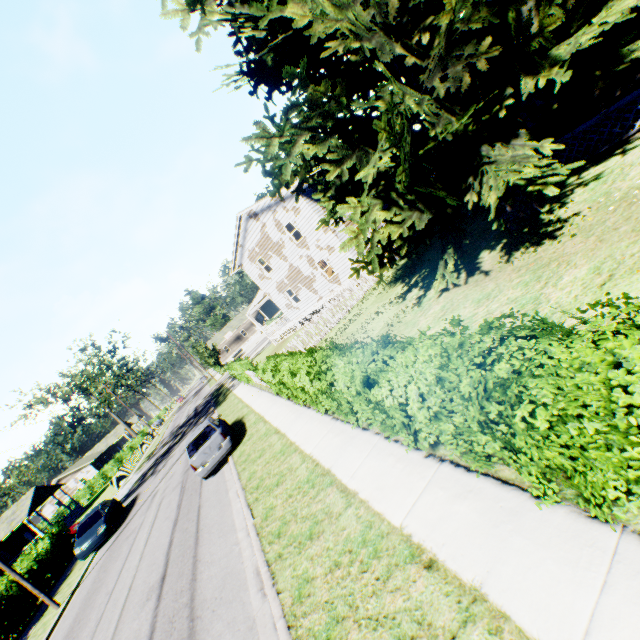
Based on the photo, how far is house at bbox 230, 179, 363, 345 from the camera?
21.9m

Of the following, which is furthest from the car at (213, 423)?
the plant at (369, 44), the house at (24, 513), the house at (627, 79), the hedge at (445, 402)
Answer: the house at (24, 513)

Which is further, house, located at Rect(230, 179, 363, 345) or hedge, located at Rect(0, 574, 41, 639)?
house, located at Rect(230, 179, 363, 345)

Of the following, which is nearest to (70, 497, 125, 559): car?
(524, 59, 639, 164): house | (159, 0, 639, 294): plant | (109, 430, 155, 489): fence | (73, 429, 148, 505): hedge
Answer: (109, 430, 155, 489): fence

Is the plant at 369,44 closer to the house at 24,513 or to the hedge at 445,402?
the hedge at 445,402

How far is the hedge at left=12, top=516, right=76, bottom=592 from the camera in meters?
17.9

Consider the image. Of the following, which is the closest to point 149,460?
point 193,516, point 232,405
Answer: point 232,405

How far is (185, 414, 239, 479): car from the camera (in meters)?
12.57
